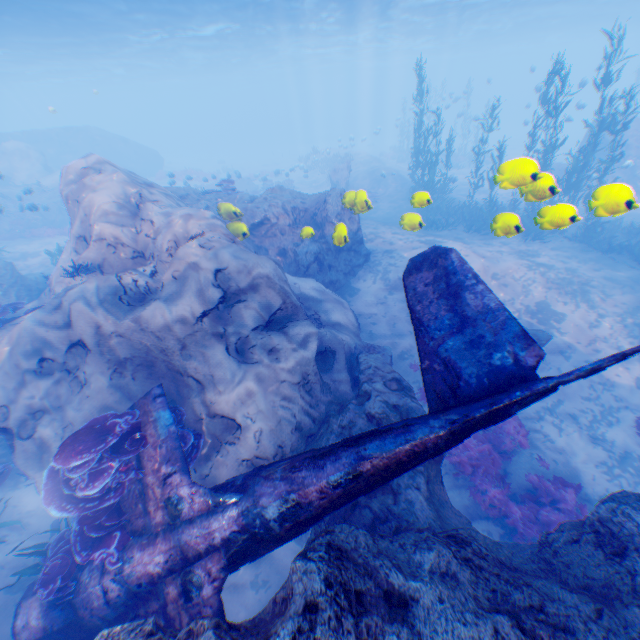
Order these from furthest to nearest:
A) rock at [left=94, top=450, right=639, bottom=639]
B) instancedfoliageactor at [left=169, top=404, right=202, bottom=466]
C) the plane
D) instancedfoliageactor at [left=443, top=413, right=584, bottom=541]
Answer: instancedfoliageactor at [left=443, top=413, right=584, bottom=541], instancedfoliageactor at [left=169, top=404, right=202, bottom=466], the plane, rock at [left=94, top=450, right=639, bottom=639]

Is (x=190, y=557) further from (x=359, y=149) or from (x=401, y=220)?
(x=359, y=149)

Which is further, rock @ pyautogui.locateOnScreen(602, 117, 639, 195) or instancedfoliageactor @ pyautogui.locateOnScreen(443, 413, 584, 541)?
rock @ pyautogui.locateOnScreen(602, 117, 639, 195)

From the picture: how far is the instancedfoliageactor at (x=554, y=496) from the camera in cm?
754

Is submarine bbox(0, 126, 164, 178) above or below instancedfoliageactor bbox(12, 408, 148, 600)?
above

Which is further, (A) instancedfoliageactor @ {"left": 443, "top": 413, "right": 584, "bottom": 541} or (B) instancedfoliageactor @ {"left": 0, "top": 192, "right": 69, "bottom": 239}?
(B) instancedfoliageactor @ {"left": 0, "top": 192, "right": 69, "bottom": 239}

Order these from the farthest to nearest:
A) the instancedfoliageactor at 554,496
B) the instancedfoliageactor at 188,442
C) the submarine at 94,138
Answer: the submarine at 94,138, the instancedfoliageactor at 554,496, the instancedfoliageactor at 188,442

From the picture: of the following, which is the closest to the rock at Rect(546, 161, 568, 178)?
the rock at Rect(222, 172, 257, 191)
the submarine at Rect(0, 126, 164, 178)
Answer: the submarine at Rect(0, 126, 164, 178)
